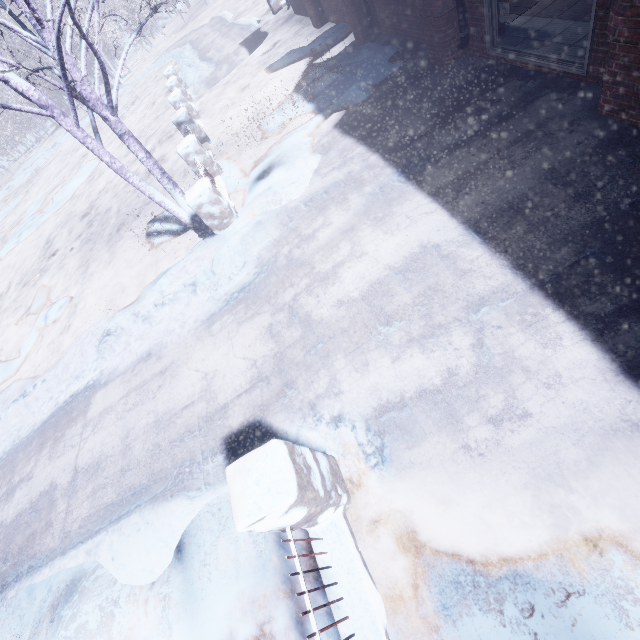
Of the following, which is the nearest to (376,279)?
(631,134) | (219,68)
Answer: (631,134)

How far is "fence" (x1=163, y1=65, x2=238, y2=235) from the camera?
5.0 meters

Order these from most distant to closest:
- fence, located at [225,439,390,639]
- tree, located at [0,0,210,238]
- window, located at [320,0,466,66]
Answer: window, located at [320,0,466,66] → tree, located at [0,0,210,238] → fence, located at [225,439,390,639]

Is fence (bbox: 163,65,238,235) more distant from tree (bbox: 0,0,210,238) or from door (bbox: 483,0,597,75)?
door (bbox: 483,0,597,75)

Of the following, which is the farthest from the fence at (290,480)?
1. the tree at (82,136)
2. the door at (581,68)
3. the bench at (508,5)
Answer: the bench at (508,5)

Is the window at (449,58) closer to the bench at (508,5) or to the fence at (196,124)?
the bench at (508,5)

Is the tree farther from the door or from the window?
the door

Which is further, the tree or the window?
the window
